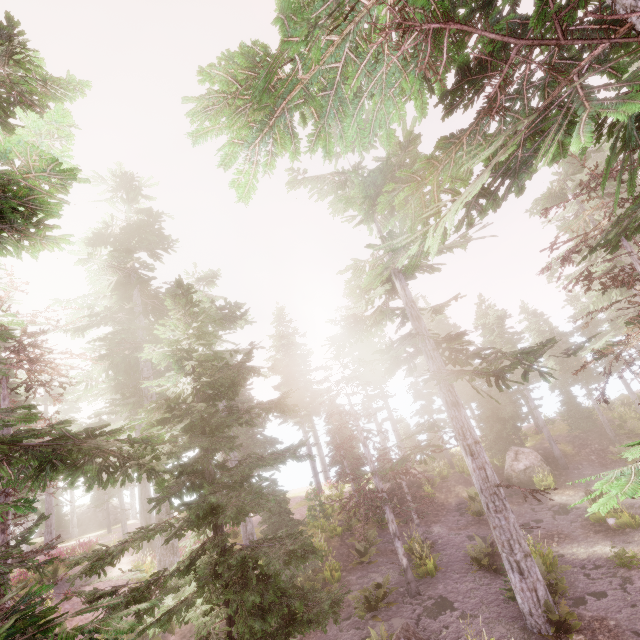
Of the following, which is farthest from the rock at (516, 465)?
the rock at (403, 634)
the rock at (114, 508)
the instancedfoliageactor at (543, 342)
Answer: the rock at (114, 508)

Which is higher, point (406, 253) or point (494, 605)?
point (406, 253)

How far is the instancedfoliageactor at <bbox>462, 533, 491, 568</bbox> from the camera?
14.6m

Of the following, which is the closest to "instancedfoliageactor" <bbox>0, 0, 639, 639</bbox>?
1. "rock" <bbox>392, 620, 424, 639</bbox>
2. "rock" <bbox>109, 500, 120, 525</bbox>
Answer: "rock" <bbox>109, 500, 120, 525</bbox>

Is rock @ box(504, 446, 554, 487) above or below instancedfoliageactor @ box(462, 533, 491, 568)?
above

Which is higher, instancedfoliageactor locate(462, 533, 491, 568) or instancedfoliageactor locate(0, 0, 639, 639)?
instancedfoliageactor locate(0, 0, 639, 639)

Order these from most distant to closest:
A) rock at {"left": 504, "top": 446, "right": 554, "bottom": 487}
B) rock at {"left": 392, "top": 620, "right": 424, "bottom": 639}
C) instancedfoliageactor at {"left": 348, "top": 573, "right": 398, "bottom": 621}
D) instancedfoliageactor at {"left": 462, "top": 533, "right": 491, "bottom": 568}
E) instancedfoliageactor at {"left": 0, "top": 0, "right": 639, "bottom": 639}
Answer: rock at {"left": 504, "top": 446, "right": 554, "bottom": 487}
instancedfoliageactor at {"left": 462, "top": 533, "right": 491, "bottom": 568}
instancedfoliageactor at {"left": 348, "top": 573, "right": 398, "bottom": 621}
rock at {"left": 392, "top": 620, "right": 424, "bottom": 639}
instancedfoliageactor at {"left": 0, "top": 0, "right": 639, "bottom": 639}

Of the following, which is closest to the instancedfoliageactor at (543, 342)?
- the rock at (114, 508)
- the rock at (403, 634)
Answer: the rock at (114, 508)
